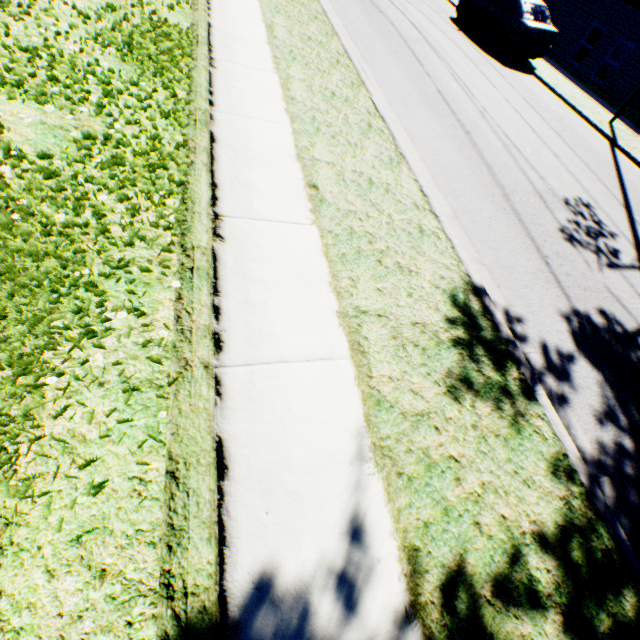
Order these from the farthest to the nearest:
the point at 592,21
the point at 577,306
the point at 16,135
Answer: the point at 592,21
the point at 577,306
the point at 16,135
